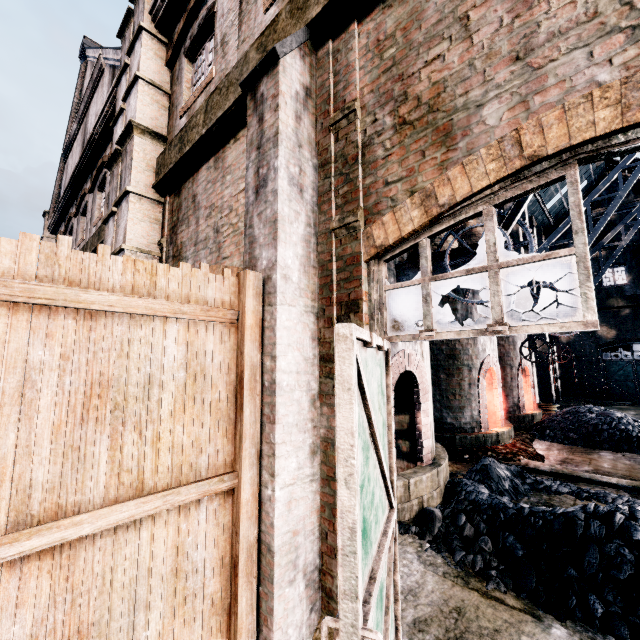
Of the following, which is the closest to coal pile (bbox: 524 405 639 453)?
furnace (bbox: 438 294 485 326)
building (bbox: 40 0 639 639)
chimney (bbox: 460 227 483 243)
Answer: furnace (bbox: 438 294 485 326)

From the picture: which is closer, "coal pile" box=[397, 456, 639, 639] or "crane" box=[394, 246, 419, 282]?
"coal pile" box=[397, 456, 639, 639]

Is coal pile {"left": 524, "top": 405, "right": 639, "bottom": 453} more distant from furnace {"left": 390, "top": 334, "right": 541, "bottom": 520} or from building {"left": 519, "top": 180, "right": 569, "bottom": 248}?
building {"left": 519, "top": 180, "right": 569, "bottom": 248}

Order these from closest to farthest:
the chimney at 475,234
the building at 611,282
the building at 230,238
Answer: the building at 230,238
the chimney at 475,234
the building at 611,282

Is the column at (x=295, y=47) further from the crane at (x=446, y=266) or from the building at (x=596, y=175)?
the crane at (x=446, y=266)

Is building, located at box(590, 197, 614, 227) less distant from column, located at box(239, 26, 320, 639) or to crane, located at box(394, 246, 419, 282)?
column, located at box(239, 26, 320, 639)

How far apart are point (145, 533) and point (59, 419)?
1.3 meters

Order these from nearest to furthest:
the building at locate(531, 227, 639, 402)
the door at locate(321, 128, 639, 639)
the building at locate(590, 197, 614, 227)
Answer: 1. the door at locate(321, 128, 639, 639)
2. the building at locate(531, 227, 639, 402)
3. the building at locate(590, 197, 614, 227)
